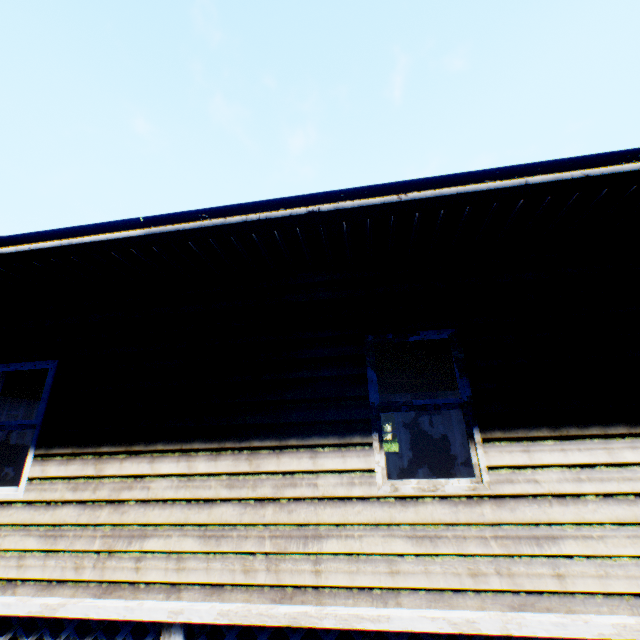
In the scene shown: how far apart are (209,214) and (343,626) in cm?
378
